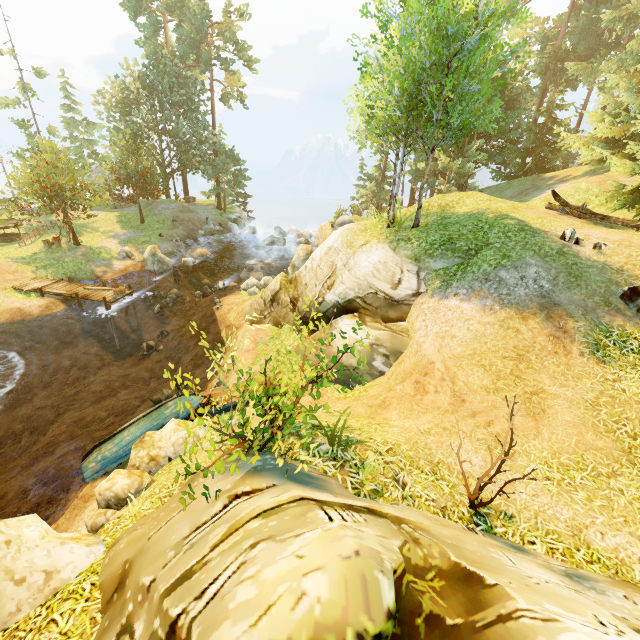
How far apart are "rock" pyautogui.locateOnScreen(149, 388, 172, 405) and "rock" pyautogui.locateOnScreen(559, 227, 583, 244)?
14.9 meters

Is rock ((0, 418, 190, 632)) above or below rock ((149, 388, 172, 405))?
above

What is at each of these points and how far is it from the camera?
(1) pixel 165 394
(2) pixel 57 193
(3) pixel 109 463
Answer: (1) rock, 12.9m
(2) tree, 23.2m
(3) boat, 9.4m

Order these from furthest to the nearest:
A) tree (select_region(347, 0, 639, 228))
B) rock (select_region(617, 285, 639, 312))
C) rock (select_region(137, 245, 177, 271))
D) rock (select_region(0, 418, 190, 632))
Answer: rock (select_region(137, 245, 177, 271)) → tree (select_region(347, 0, 639, 228)) → rock (select_region(617, 285, 639, 312)) → rock (select_region(0, 418, 190, 632))

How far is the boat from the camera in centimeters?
941cm

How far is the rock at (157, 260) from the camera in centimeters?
2450cm

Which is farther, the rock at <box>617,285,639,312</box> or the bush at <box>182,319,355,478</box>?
the rock at <box>617,285,639,312</box>

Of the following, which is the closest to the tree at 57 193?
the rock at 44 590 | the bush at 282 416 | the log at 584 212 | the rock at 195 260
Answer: the log at 584 212
